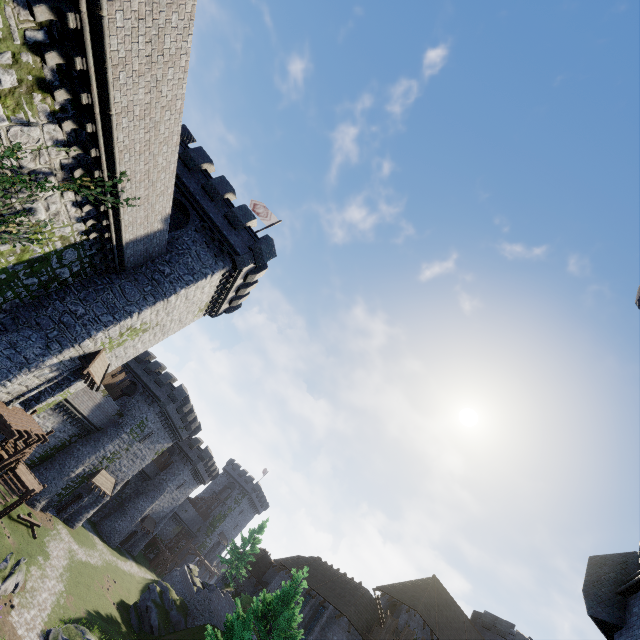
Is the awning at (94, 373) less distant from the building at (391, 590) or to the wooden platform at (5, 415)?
the wooden platform at (5, 415)

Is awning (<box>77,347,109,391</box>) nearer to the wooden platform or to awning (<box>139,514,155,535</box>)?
the wooden platform

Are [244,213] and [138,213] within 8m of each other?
no

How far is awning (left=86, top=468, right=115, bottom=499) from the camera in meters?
35.3

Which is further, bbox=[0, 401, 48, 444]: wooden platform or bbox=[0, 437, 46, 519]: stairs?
bbox=[0, 437, 46, 519]: stairs

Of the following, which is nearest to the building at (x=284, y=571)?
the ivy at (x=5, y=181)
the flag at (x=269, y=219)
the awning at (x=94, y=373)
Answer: the ivy at (x=5, y=181)

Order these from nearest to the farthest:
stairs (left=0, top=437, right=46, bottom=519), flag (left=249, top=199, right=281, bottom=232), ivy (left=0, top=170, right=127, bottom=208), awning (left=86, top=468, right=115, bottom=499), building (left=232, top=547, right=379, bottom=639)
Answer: ivy (left=0, top=170, right=127, bottom=208) < stairs (left=0, top=437, right=46, bottom=519) < flag (left=249, top=199, right=281, bottom=232) < building (left=232, top=547, right=379, bottom=639) < awning (left=86, top=468, right=115, bottom=499)

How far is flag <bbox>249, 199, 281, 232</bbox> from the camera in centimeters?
2652cm
